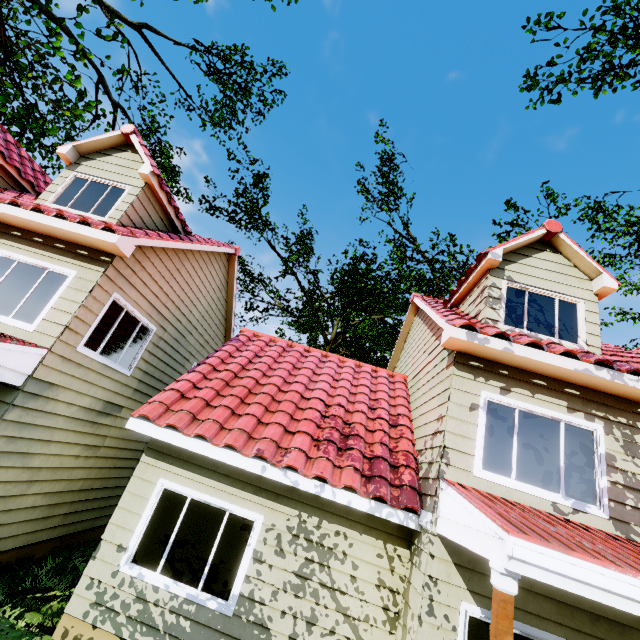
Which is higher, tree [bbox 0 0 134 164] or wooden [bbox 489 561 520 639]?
tree [bbox 0 0 134 164]

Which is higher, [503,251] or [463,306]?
[503,251]

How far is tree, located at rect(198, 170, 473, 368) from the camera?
17.3 meters

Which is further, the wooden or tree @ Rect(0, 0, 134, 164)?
tree @ Rect(0, 0, 134, 164)

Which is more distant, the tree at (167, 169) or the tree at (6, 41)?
the tree at (167, 169)

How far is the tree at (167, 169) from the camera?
19.0 meters

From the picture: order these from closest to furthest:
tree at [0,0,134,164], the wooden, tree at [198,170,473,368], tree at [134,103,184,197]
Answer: the wooden < tree at [0,0,134,164] < tree at [198,170,473,368] < tree at [134,103,184,197]
